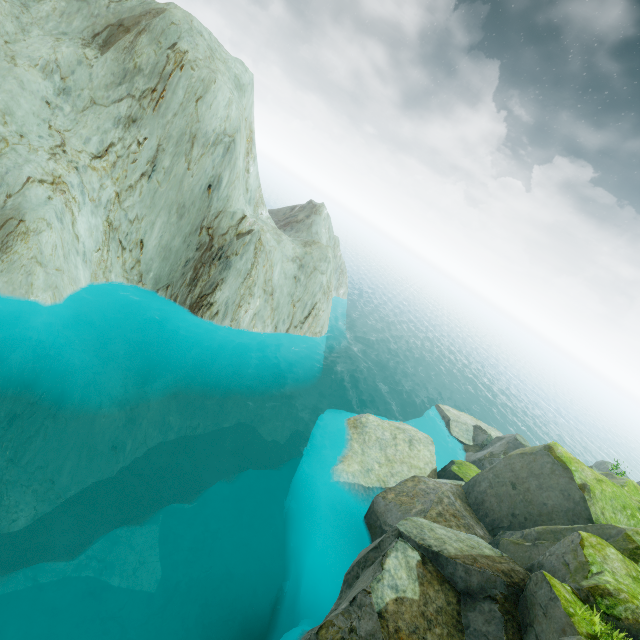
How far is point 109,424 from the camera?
16.6m
